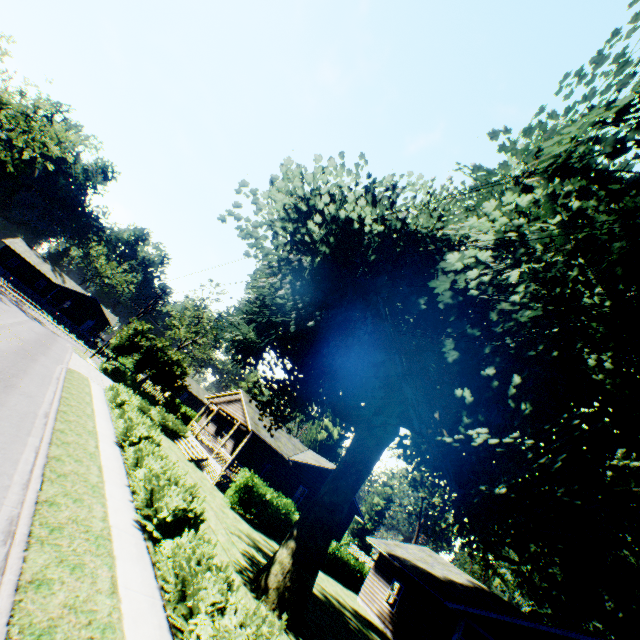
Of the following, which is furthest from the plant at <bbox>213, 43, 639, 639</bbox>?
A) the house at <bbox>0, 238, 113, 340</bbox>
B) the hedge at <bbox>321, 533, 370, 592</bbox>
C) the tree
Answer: the house at <bbox>0, 238, 113, 340</bbox>

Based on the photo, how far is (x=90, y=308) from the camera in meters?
57.7 m

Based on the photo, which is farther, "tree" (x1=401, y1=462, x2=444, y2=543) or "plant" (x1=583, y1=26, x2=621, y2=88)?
"tree" (x1=401, y1=462, x2=444, y2=543)

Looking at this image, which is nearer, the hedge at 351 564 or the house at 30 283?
the hedge at 351 564

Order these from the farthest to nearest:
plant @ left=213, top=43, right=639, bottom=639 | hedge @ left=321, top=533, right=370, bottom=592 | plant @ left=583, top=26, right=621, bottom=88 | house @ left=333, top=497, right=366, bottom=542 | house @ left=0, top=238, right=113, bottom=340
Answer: house @ left=0, top=238, right=113, bottom=340
house @ left=333, top=497, right=366, bottom=542
hedge @ left=321, top=533, right=370, bottom=592
plant @ left=213, top=43, right=639, bottom=639
plant @ left=583, top=26, right=621, bottom=88

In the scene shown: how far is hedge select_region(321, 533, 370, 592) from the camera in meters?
24.5

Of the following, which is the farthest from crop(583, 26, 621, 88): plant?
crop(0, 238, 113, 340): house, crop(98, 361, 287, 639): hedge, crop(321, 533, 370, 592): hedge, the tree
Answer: crop(0, 238, 113, 340): house

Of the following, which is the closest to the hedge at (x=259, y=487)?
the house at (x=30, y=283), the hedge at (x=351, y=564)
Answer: the hedge at (x=351, y=564)
